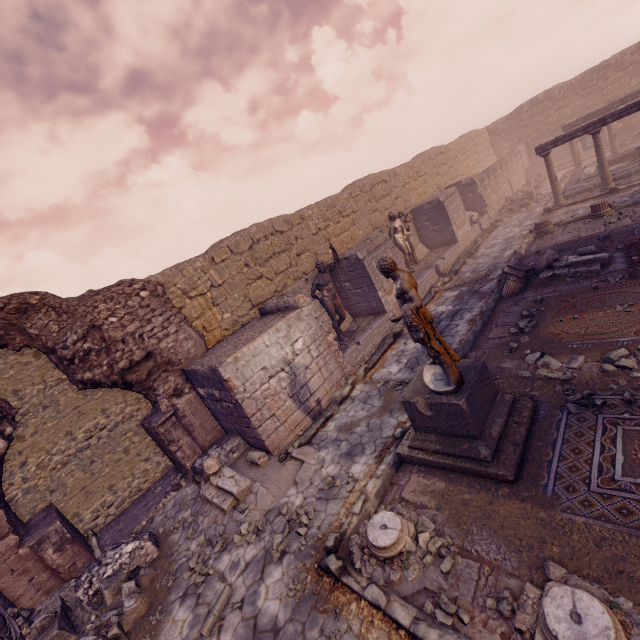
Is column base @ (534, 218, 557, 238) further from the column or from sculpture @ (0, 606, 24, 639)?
sculpture @ (0, 606, 24, 639)

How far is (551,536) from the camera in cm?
353

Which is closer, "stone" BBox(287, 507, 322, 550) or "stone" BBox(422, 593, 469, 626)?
"stone" BBox(422, 593, 469, 626)

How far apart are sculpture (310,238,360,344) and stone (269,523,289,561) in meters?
5.7

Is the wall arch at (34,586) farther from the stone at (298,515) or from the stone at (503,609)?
the stone at (503,609)

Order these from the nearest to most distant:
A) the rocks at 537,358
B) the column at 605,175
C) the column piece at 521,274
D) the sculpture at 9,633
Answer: the sculpture at 9,633 → the rocks at 537,358 → the column piece at 521,274 → the column at 605,175

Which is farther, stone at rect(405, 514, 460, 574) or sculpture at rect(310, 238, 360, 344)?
sculpture at rect(310, 238, 360, 344)

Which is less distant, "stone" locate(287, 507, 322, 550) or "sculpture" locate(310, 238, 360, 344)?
"stone" locate(287, 507, 322, 550)
